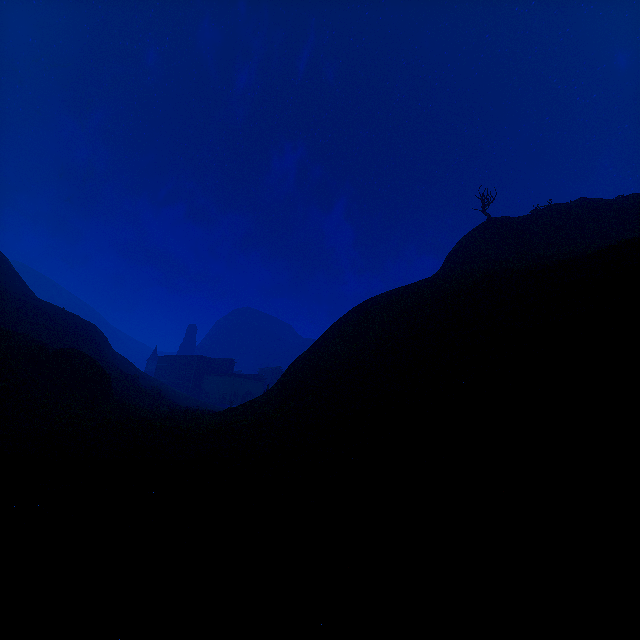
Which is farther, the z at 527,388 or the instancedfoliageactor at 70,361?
the instancedfoliageactor at 70,361

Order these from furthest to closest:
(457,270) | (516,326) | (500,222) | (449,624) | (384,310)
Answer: (500,222)
(457,270)
(384,310)
(516,326)
(449,624)

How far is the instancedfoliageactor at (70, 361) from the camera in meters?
17.7 m

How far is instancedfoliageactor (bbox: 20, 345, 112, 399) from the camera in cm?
1770

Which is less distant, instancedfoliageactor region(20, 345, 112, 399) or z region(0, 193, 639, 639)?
z region(0, 193, 639, 639)
